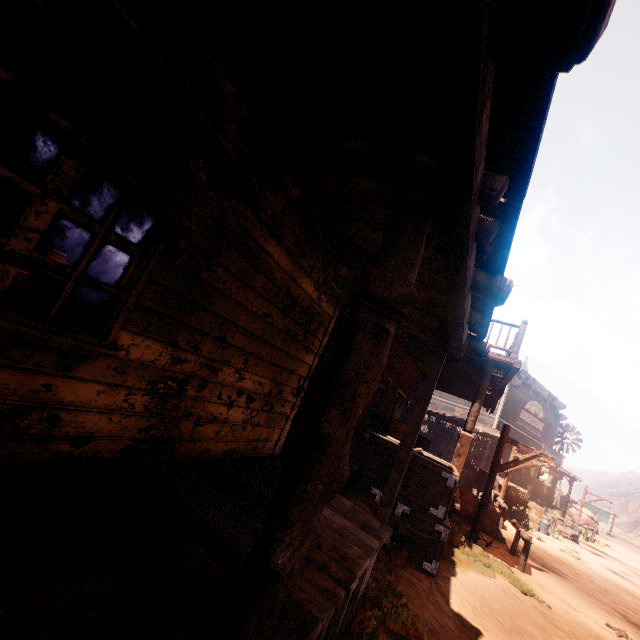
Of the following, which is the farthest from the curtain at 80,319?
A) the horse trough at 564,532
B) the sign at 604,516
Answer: the sign at 604,516

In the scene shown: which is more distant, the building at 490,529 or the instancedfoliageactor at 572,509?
the instancedfoliageactor at 572,509

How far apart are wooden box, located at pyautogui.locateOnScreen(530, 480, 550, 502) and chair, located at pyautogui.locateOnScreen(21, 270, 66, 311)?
31.18m

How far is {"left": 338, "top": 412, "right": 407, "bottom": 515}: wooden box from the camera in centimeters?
648cm

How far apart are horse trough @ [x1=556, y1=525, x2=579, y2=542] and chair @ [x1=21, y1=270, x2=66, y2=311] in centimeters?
2403cm

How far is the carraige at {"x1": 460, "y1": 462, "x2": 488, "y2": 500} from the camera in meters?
16.5 m

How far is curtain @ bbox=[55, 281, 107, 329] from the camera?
2.21m

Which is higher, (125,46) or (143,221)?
(125,46)
